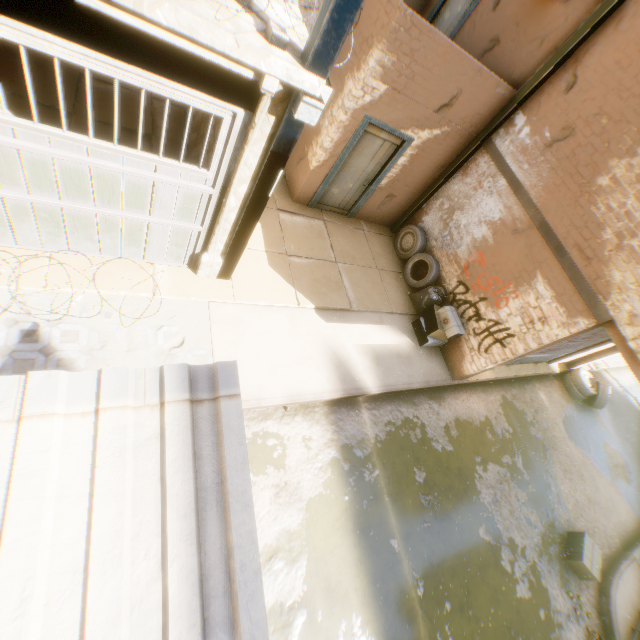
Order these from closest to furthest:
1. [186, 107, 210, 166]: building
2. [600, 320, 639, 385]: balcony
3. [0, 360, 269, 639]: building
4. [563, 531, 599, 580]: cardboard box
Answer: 1. [0, 360, 269, 639]: building
2. [600, 320, 639, 385]: balcony
3. [186, 107, 210, 166]: building
4. [563, 531, 599, 580]: cardboard box

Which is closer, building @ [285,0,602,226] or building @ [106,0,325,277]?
building @ [106,0,325,277]

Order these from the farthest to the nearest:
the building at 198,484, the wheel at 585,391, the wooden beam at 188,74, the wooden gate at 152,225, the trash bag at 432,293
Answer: the wheel at 585,391 < the trash bag at 432,293 < the wooden gate at 152,225 < the wooden beam at 188,74 < the building at 198,484

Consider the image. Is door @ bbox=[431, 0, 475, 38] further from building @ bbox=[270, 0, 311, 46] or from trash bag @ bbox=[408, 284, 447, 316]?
trash bag @ bbox=[408, 284, 447, 316]

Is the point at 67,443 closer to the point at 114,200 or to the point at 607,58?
the point at 114,200

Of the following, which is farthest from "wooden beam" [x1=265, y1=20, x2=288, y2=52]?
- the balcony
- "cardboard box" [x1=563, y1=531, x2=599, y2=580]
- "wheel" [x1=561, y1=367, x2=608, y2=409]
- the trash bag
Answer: "wheel" [x1=561, y1=367, x2=608, y2=409]

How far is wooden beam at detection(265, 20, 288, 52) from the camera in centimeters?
301cm

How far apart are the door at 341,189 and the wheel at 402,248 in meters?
0.4 m
